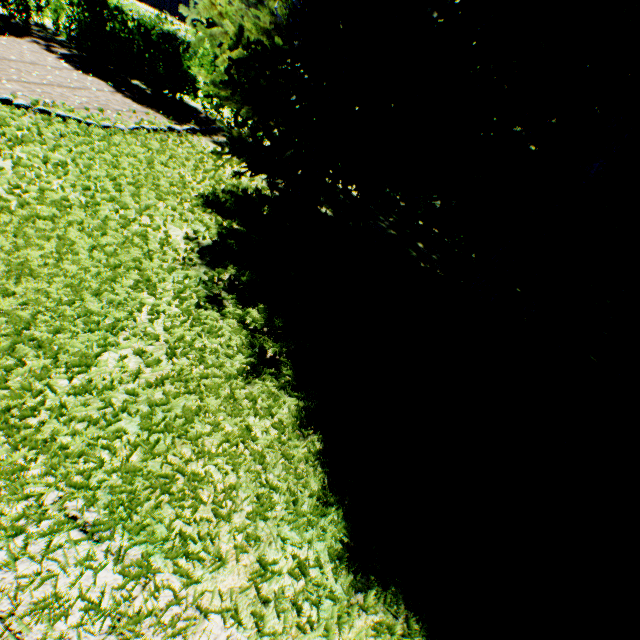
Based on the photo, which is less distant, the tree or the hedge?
the tree

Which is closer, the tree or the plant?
the plant

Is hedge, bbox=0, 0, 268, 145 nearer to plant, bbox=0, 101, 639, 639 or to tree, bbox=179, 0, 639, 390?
tree, bbox=179, 0, 639, 390

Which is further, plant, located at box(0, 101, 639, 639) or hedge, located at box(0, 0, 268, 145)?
hedge, located at box(0, 0, 268, 145)

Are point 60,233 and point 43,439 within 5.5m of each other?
yes

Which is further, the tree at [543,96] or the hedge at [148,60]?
the hedge at [148,60]

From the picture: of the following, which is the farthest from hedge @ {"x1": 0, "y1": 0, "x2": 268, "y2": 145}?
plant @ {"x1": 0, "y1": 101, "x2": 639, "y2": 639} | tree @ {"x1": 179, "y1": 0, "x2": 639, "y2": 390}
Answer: plant @ {"x1": 0, "y1": 101, "x2": 639, "y2": 639}

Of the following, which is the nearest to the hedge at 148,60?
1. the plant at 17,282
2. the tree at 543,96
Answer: the tree at 543,96
